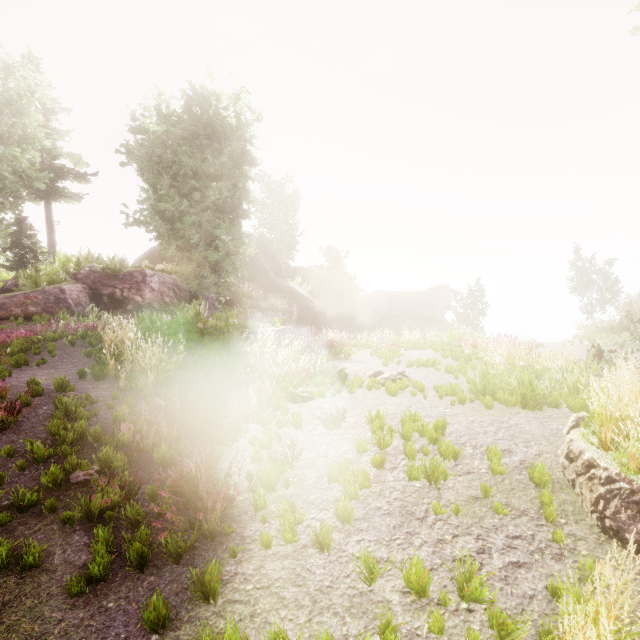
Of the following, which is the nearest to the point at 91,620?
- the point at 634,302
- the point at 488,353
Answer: the point at 488,353

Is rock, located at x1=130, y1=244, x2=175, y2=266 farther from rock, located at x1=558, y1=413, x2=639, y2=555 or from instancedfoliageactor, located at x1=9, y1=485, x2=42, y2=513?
rock, located at x1=558, y1=413, x2=639, y2=555

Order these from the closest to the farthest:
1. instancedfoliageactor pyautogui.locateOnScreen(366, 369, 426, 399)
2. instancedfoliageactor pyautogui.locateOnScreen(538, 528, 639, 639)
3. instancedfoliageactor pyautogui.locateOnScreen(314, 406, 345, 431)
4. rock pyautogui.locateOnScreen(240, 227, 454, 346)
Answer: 1. instancedfoliageactor pyautogui.locateOnScreen(538, 528, 639, 639)
2. instancedfoliageactor pyautogui.locateOnScreen(314, 406, 345, 431)
3. instancedfoliageactor pyautogui.locateOnScreen(366, 369, 426, 399)
4. rock pyautogui.locateOnScreen(240, 227, 454, 346)

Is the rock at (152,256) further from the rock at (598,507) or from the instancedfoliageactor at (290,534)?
the rock at (598,507)

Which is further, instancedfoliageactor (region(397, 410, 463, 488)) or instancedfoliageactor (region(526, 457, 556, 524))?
instancedfoliageactor (region(397, 410, 463, 488))

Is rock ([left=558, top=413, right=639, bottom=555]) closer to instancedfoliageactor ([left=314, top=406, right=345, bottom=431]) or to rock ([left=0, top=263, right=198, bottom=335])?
instancedfoliageactor ([left=314, top=406, right=345, bottom=431])

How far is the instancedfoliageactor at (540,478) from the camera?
4.19m

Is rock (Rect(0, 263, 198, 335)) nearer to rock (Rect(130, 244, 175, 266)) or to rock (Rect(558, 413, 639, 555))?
rock (Rect(130, 244, 175, 266))
